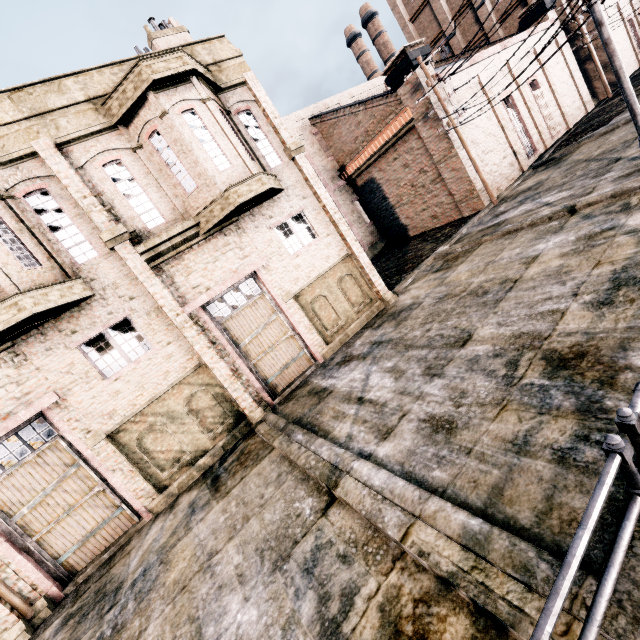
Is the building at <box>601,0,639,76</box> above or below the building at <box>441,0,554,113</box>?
below

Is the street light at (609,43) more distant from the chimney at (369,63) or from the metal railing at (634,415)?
the chimney at (369,63)

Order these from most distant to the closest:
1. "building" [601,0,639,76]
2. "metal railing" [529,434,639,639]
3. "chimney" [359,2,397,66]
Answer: "chimney" [359,2,397,66] < "building" [601,0,639,76] < "metal railing" [529,434,639,639]

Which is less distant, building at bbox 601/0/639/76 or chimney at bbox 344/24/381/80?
building at bbox 601/0/639/76

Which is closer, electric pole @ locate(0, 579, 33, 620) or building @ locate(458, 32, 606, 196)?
electric pole @ locate(0, 579, 33, 620)

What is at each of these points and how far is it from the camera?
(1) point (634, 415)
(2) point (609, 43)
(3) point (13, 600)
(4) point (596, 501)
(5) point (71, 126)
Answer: (1) metal railing, 2.62m
(2) street light, 5.20m
(3) electric pole, 8.22m
(4) metal railing, 2.31m
(5) building, 9.71m

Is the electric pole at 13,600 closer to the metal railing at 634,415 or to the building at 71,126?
the metal railing at 634,415

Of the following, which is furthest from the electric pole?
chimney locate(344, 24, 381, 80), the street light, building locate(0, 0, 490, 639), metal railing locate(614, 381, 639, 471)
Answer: chimney locate(344, 24, 381, 80)
